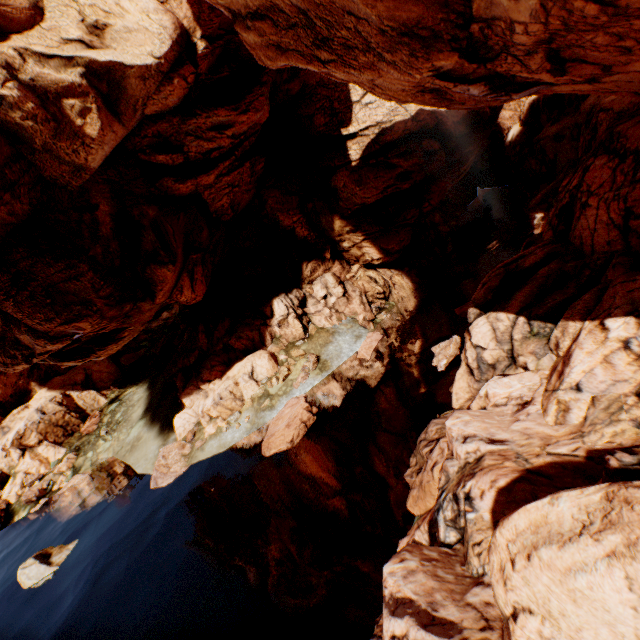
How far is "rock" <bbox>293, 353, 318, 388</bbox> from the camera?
26.6 meters

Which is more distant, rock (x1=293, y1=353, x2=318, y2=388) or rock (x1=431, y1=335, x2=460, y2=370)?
rock (x1=293, y1=353, x2=318, y2=388)

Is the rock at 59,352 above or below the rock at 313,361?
above

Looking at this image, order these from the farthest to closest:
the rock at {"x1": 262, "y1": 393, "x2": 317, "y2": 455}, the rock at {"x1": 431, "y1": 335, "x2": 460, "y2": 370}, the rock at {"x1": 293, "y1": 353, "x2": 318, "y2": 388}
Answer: the rock at {"x1": 293, "y1": 353, "x2": 318, "y2": 388} → the rock at {"x1": 262, "y1": 393, "x2": 317, "y2": 455} → the rock at {"x1": 431, "y1": 335, "x2": 460, "y2": 370}

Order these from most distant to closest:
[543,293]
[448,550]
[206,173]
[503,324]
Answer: [206,173]
[503,324]
[543,293]
[448,550]
